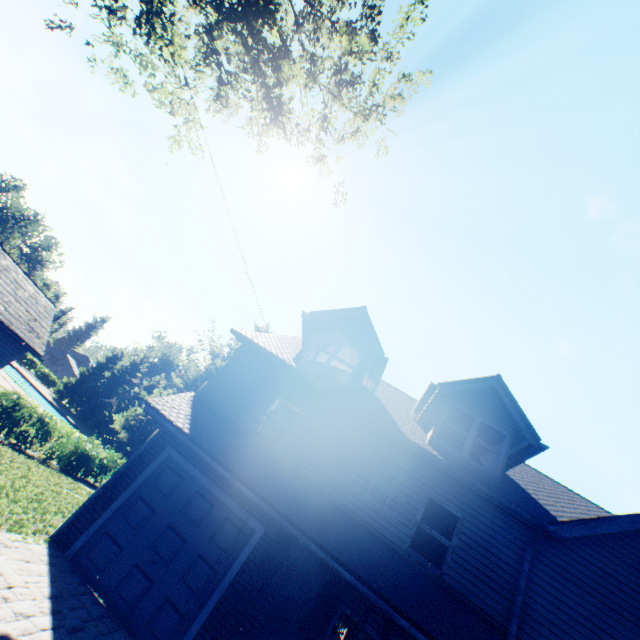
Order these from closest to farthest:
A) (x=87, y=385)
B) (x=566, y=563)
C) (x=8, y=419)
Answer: (x=566, y=563) < (x=8, y=419) < (x=87, y=385)

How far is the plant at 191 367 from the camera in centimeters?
3756cm

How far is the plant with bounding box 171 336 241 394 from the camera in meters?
37.6 m

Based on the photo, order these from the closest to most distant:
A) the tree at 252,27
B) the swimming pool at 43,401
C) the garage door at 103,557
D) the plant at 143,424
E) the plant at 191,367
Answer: the garage door at 103,557, the tree at 252,27, the plant at 143,424, the plant at 191,367, the swimming pool at 43,401

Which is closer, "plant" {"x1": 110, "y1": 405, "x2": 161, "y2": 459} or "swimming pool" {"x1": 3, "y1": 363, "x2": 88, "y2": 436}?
"plant" {"x1": 110, "y1": 405, "x2": 161, "y2": 459}

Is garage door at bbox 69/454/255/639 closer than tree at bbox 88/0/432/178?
Yes

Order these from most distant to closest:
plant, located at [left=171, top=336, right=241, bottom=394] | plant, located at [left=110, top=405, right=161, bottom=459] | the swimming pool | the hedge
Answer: the hedge → the swimming pool → plant, located at [left=171, top=336, right=241, bottom=394] → plant, located at [left=110, top=405, right=161, bottom=459]

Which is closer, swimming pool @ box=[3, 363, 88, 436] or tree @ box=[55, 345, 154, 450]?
swimming pool @ box=[3, 363, 88, 436]
